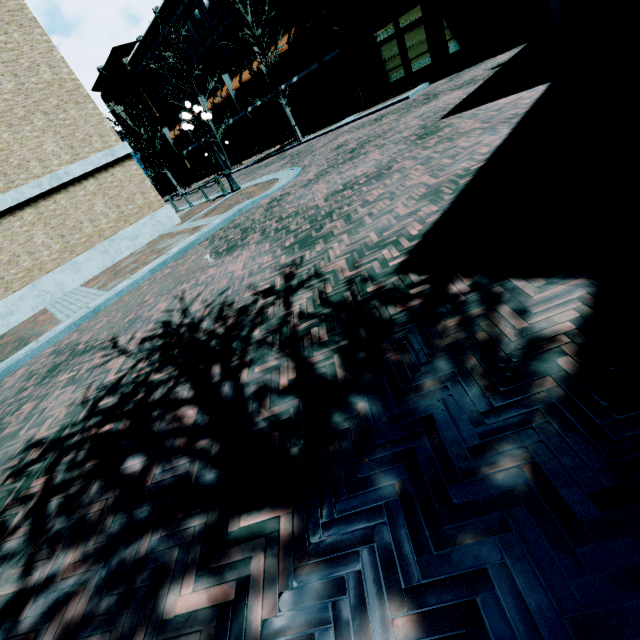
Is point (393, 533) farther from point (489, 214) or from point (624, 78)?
point (624, 78)

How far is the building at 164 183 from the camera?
47.4 meters

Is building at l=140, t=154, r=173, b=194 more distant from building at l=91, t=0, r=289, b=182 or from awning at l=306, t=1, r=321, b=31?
awning at l=306, t=1, r=321, b=31

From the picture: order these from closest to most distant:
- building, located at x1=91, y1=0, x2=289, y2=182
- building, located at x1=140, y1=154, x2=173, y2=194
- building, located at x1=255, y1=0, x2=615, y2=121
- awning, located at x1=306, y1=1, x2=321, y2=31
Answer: building, located at x1=255, y1=0, x2=615, y2=121, awning, located at x1=306, y1=1, x2=321, y2=31, building, located at x1=91, y1=0, x2=289, y2=182, building, located at x1=140, y1=154, x2=173, y2=194

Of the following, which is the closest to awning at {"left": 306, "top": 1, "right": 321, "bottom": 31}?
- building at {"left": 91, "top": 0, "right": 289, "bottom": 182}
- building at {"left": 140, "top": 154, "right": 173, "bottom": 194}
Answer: building at {"left": 91, "top": 0, "right": 289, "bottom": 182}

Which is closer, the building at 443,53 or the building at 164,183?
the building at 443,53

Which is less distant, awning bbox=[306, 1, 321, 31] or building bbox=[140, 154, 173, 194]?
awning bbox=[306, 1, 321, 31]
